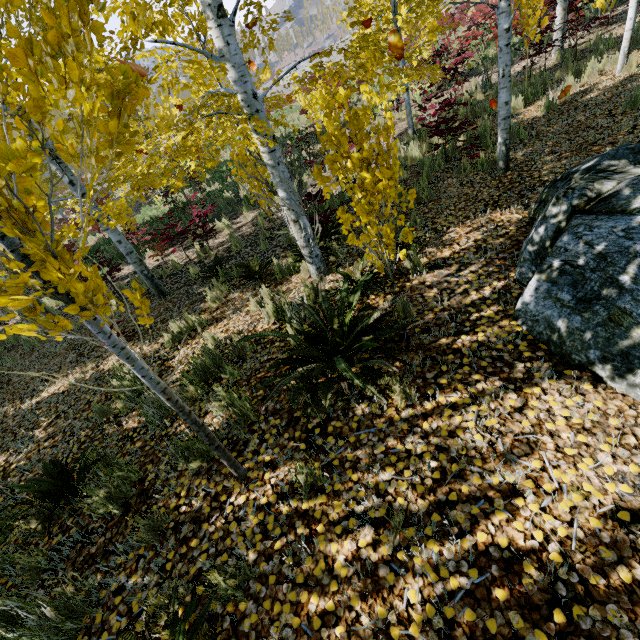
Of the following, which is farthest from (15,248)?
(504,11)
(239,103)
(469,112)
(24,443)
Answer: (239,103)

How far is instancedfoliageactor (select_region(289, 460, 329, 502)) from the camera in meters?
2.3

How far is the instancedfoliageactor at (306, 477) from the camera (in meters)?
2.32

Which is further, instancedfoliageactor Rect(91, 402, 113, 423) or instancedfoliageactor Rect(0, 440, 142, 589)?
instancedfoliageactor Rect(91, 402, 113, 423)

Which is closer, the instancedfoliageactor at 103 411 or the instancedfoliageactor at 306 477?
the instancedfoliageactor at 306 477

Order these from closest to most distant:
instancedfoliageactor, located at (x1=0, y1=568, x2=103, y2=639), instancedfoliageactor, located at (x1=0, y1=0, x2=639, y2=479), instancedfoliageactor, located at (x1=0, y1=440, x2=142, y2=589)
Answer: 1. instancedfoliageactor, located at (x1=0, y1=0, x2=639, y2=479)
2. instancedfoliageactor, located at (x1=0, y1=568, x2=103, y2=639)
3. instancedfoliageactor, located at (x1=0, y1=440, x2=142, y2=589)
